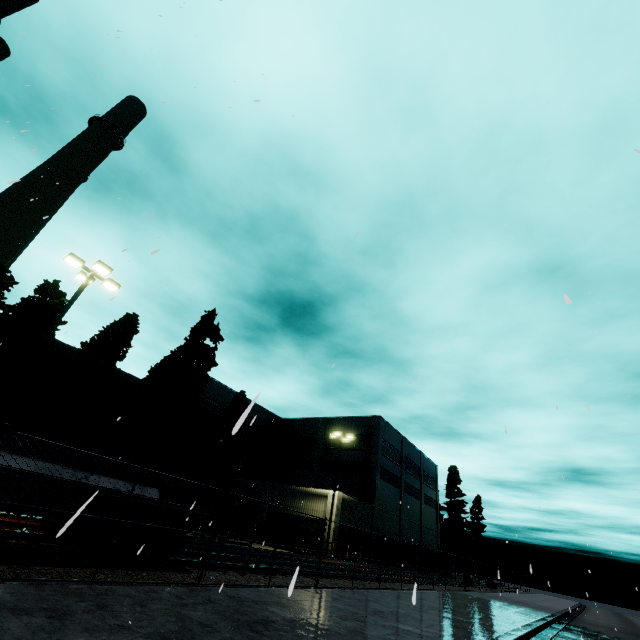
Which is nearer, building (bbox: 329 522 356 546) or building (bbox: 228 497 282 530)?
building (bbox: 329 522 356 546)

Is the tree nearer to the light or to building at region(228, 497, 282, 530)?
building at region(228, 497, 282, 530)

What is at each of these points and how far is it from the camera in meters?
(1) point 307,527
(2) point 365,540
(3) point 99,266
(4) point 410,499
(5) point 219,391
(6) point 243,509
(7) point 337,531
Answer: (1) building, 29.6
(2) building, 32.7
(3) light, 14.6
(4) building, 44.1
(5) building, 40.3
(6) building, 34.3
(7) building, 28.5

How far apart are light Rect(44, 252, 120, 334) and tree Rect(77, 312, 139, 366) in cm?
1423

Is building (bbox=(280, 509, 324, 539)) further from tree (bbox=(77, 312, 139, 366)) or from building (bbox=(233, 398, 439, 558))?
building (bbox=(233, 398, 439, 558))

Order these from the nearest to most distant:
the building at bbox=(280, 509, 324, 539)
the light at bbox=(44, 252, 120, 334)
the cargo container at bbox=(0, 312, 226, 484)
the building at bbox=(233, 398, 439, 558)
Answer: the cargo container at bbox=(0, 312, 226, 484)
the light at bbox=(44, 252, 120, 334)
the building at bbox=(280, 509, 324, 539)
the building at bbox=(233, 398, 439, 558)

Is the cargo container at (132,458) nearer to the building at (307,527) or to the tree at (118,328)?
the tree at (118,328)

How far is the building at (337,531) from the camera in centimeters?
2794cm
